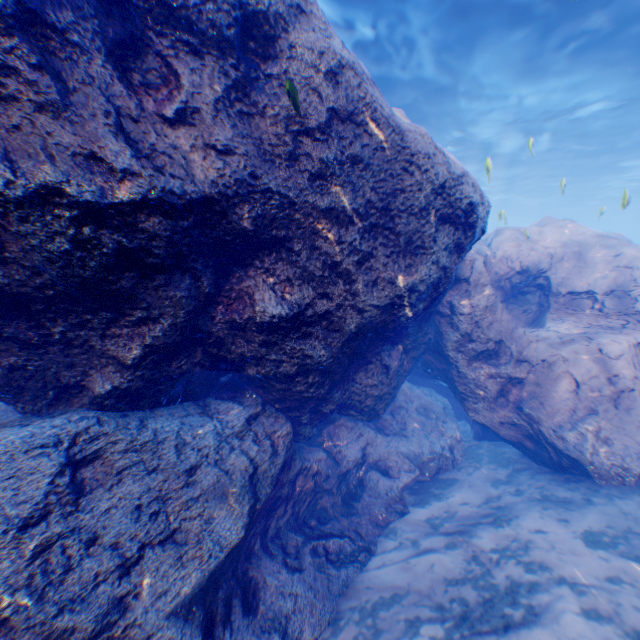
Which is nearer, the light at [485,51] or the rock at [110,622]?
the rock at [110,622]

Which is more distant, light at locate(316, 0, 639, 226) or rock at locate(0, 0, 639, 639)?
light at locate(316, 0, 639, 226)

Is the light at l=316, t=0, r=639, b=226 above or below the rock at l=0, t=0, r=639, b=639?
above

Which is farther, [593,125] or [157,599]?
[593,125]

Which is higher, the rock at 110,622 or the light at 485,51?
the light at 485,51
